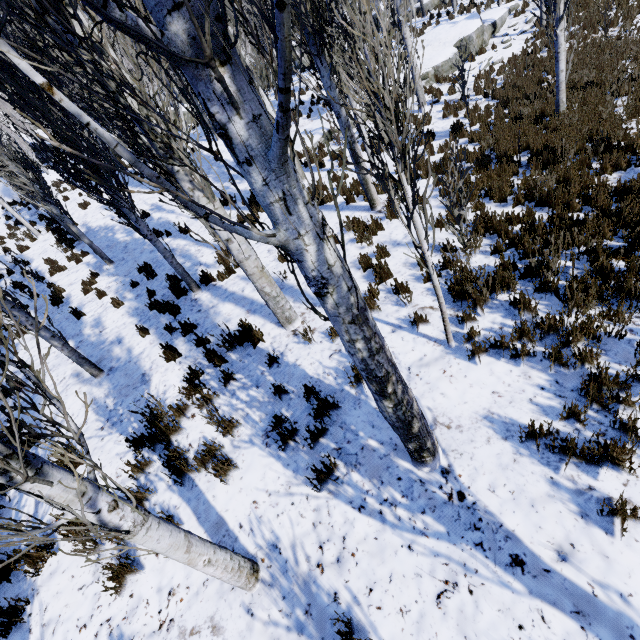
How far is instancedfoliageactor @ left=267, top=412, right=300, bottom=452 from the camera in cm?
390

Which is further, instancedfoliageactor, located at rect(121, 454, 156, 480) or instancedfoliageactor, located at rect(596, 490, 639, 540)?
instancedfoliageactor, located at rect(121, 454, 156, 480)

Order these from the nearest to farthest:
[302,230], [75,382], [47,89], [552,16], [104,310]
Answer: [47,89] < [302,230] < [75,382] < [552,16] < [104,310]

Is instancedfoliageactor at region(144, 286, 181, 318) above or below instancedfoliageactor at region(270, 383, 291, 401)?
above

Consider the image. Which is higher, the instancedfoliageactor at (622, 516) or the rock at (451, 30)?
the rock at (451, 30)

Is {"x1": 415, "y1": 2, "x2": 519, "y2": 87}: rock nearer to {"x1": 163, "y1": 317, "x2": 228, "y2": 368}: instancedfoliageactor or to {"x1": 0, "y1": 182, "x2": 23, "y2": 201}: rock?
{"x1": 163, "y1": 317, "x2": 228, "y2": 368}: instancedfoliageactor

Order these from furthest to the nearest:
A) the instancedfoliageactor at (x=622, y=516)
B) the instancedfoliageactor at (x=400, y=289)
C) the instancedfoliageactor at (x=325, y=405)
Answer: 1. the instancedfoliageactor at (x=400, y=289)
2. the instancedfoliageactor at (x=325, y=405)
3. the instancedfoliageactor at (x=622, y=516)
